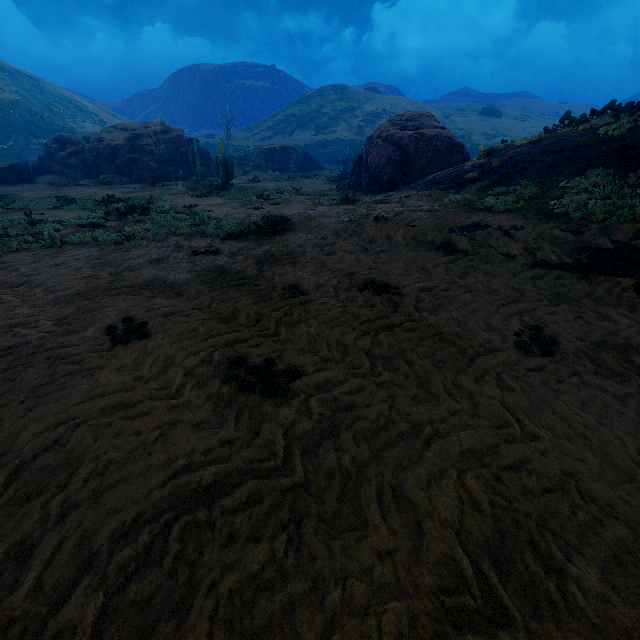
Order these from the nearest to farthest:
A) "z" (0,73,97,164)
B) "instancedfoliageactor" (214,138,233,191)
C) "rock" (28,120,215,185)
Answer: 1. "instancedfoliageactor" (214,138,233,191)
2. "rock" (28,120,215,185)
3. "z" (0,73,97,164)

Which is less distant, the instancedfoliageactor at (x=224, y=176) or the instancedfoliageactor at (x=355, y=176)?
the instancedfoliageactor at (x=355, y=176)

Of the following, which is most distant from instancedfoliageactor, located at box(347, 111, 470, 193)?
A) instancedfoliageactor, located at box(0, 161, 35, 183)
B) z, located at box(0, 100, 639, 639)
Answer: instancedfoliageactor, located at box(0, 161, 35, 183)

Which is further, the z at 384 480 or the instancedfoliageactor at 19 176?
the instancedfoliageactor at 19 176

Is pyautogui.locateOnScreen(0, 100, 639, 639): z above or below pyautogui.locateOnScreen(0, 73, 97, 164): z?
below

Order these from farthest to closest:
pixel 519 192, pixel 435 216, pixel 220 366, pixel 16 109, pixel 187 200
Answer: pixel 16 109
pixel 187 200
pixel 519 192
pixel 435 216
pixel 220 366

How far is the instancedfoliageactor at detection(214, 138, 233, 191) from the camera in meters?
19.3

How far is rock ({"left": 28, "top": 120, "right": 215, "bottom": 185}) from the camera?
26.42m
